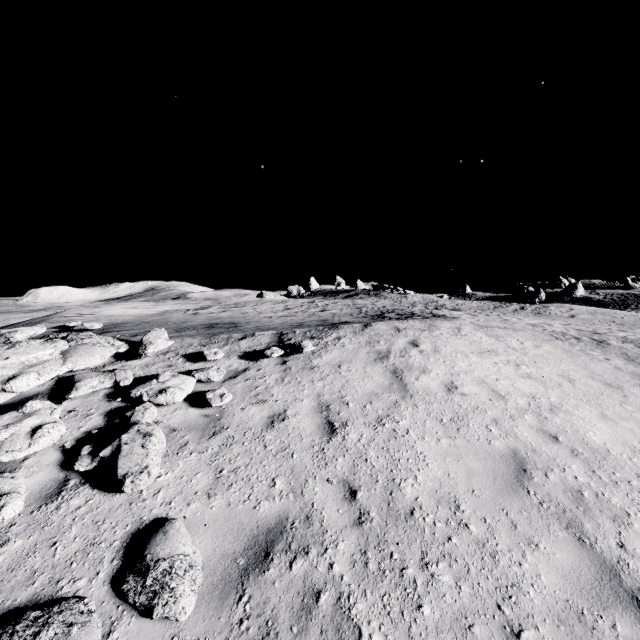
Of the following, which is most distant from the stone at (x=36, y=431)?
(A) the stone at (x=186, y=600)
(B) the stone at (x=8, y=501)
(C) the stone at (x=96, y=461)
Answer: (A) the stone at (x=186, y=600)

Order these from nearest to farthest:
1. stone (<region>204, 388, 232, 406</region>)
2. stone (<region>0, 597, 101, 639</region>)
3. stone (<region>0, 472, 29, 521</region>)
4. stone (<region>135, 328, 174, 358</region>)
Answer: stone (<region>0, 597, 101, 639</region>), stone (<region>0, 472, 29, 521</region>), stone (<region>204, 388, 232, 406</region>), stone (<region>135, 328, 174, 358</region>)

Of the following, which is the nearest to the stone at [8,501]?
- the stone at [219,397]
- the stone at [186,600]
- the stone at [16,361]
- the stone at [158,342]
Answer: the stone at [186,600]

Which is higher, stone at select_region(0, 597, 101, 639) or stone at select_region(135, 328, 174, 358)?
stone at select_region(135, 328, 174, 358)

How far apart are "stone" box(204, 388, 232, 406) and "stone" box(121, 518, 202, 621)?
2.1 meters

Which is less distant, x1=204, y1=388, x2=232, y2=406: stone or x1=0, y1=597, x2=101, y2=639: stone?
x1=0, y1=597, x2=101, y2=639: stone

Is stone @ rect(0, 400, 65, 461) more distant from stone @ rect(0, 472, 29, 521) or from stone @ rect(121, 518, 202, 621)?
stone @ rect(121, 518, 202, 621)

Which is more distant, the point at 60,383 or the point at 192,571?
the point at 60,383
